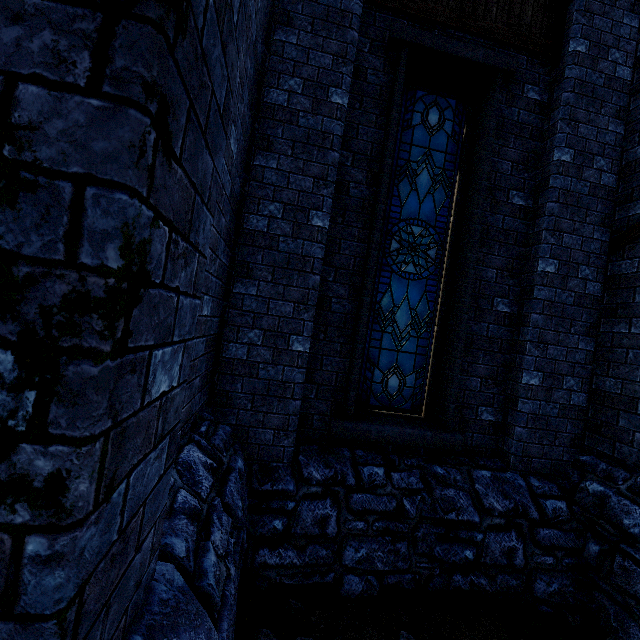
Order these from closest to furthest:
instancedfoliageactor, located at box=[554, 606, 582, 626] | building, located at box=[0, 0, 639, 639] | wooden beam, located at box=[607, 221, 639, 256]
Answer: building, located at box=[0, 0, 639, 639] → instancedfoliageactor, located at box=[554, 606, 582, 626] → wooden beam, located at box=[607, 221, 639, 256]

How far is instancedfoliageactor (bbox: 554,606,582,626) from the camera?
3.31m

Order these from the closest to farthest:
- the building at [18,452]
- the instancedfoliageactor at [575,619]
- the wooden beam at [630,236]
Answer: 1. the building at [18,452]
2. the instancedfoliageactor at [575,619]
3. the wooden beam at [630,236]

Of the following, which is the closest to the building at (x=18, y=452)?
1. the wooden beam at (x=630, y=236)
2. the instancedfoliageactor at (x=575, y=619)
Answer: the wooden beam at (x=630, y=236)

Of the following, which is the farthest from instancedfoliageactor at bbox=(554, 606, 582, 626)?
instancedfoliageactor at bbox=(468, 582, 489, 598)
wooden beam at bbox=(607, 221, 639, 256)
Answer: wooden beam at bbox=(607, 221, 639, 256)

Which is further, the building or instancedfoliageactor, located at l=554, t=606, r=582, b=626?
instancedfoliageactor, located at l=554, t=606, r=582, b=626

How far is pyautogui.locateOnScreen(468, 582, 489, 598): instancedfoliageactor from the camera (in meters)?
3.50

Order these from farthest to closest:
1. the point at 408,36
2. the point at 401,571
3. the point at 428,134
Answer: the point at 428,134 → the point at 408,36 → the point at 401,571
